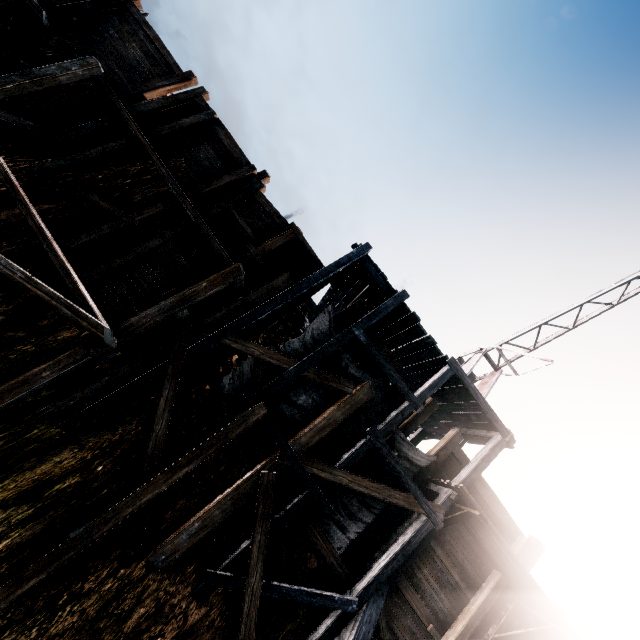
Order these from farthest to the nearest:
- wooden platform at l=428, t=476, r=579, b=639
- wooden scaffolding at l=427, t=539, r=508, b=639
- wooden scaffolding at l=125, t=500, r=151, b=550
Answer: wooden scaffolding at l=427, t=539, r=508, b=639 < wooden platform at l=428, t=476, r=579, b=639 < wooden scaffolding at l=125, t=500, r=151, b=550

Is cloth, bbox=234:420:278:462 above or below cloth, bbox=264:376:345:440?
below

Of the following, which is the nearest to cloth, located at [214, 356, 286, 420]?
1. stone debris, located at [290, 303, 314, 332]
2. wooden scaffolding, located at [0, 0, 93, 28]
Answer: stone debris, located at [290, 303, 314, 332]

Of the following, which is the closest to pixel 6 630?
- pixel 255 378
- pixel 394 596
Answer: pixel 255 378

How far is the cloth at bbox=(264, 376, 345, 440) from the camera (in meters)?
9.77

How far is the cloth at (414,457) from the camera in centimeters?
1060cm

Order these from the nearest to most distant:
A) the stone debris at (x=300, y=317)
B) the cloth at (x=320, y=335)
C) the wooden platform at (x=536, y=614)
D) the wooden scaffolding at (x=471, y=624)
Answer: the wooden platform at (x=536, y=614)
the wooden scaffolding at (x=471, y=624)
the cloth at (x=320, y=335)
the stone debris at (x=300, y=317)

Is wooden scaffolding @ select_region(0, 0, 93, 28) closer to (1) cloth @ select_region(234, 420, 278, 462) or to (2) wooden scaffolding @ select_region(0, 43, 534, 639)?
(2) wooden scaffolding @ select_region(0, 43, 534, 639)
